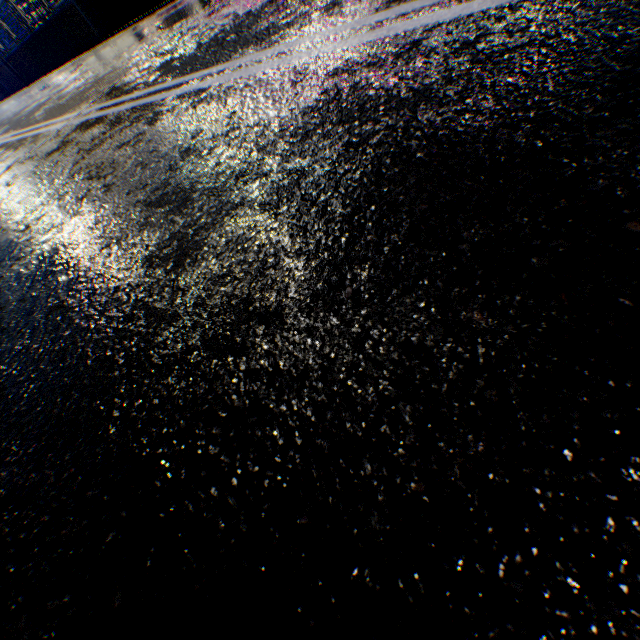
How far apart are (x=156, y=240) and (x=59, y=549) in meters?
1.1 m

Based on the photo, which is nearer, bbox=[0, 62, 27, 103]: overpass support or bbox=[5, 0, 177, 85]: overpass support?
bbox=[5, 0, 177, 85]: overpass support

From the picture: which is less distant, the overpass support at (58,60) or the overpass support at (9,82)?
the overpass support at (58,60)
